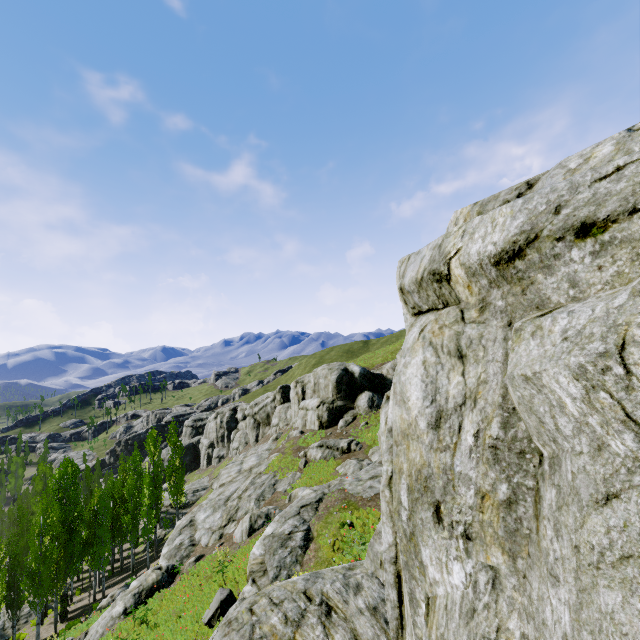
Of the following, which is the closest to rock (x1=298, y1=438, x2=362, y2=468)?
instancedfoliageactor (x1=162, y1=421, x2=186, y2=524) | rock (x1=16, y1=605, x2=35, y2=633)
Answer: instancedfoliageactor (x1=162, y1=421, x2=186, y2=524)

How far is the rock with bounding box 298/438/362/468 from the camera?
27.1 meters

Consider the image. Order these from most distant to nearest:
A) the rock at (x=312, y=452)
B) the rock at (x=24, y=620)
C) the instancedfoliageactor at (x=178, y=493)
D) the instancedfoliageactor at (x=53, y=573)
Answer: the instancedfoliageactor at (x=178, y=493) → the rock at (x=24, y=620) → the rock at (x=312, y=452) → the instancedfoliageactor at (x=53, y=573)

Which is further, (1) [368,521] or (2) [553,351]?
(1) [368,521]

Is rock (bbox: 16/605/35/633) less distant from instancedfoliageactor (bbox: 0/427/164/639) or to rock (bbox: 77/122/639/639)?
instancedfoliageactor (bbox: 0/427/164/639)

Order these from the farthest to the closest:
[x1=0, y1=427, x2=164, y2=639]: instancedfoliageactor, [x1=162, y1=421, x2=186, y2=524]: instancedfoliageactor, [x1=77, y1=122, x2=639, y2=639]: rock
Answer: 1. [x1=162, y1=421, x2=186, y2=524]: instancedfoliageactor
2. [x1=0, y1=427, x2=164, y2=639]: instancedfoliageactor
3. [x1=77, y1=122, x2=639, y2=639]: rock

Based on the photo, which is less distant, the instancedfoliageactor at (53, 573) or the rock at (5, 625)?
the instancedfoliageactor at (53, 573)

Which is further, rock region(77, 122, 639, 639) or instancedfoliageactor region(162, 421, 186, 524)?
instancedfoliageactor region(162, 421, 186, 524)
